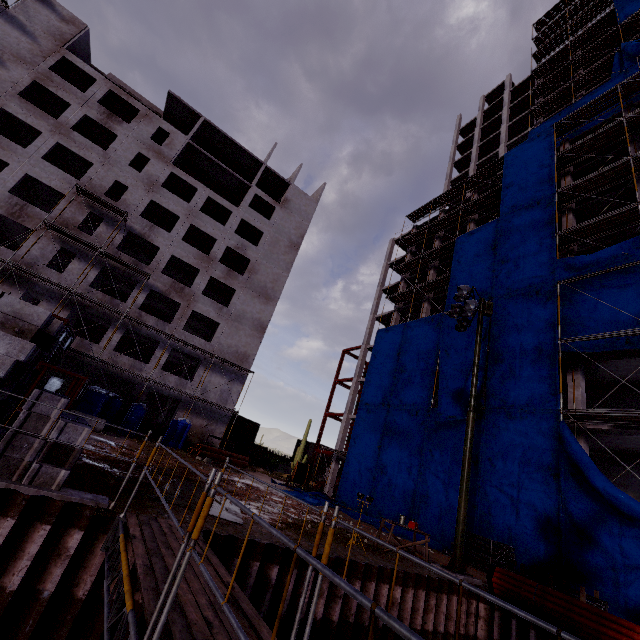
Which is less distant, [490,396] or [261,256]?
[490,396]

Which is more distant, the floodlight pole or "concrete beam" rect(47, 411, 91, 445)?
the floodlight pole

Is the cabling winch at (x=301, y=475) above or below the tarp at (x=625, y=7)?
below

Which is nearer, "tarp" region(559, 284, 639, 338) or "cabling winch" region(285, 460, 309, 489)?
"tarp" region(559, 284, 639, 338)

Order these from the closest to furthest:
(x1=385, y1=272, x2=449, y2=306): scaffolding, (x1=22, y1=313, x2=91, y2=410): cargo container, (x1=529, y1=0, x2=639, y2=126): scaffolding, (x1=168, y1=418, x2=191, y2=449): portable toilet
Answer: (x1=22, y1=313, x2=91, y2=410): cargo container → (x1=168, y1=418, x2=191, y2=449): portable toilet → (x1=385, y1=272, x2=449, y2=306): scaffolding → (x1=529, y1=0, x2=639, y2=126): scaffolding

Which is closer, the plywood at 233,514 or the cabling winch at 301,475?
the plywood at 233,514

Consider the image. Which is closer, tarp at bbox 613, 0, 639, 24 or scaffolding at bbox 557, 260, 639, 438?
scaffolding at bbox 557, 260, 639, 438

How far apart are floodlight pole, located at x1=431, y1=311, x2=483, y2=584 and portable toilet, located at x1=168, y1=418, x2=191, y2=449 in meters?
19.9
